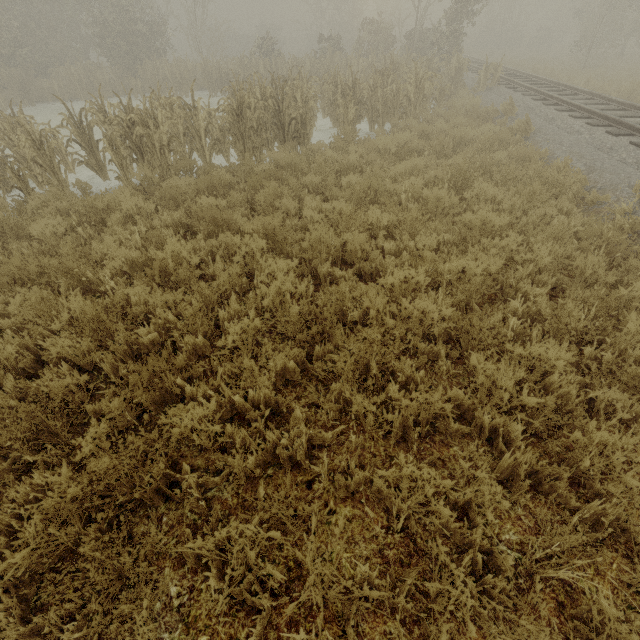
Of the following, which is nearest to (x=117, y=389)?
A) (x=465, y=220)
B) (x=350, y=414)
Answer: (x=350, y=414)
